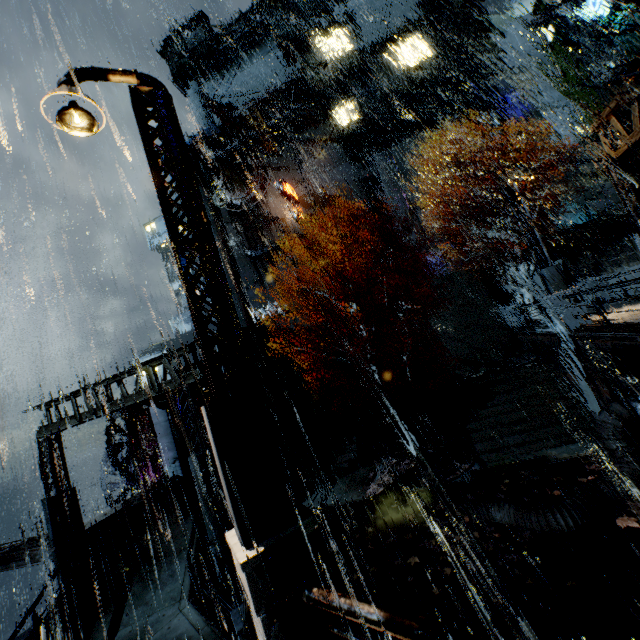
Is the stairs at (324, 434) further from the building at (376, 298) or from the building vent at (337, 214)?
the building vent at (337, 214)

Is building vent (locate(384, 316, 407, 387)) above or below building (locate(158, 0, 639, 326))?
below

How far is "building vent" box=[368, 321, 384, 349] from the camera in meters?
29.4 m

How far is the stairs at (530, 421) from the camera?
14.0 meters

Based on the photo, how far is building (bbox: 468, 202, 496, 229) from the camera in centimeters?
2947cm

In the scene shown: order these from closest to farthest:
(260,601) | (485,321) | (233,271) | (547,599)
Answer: (260,601)
(547,599)
(485,321)
(233,271)

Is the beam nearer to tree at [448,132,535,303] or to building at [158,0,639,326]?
building at [158,0,639,326]
